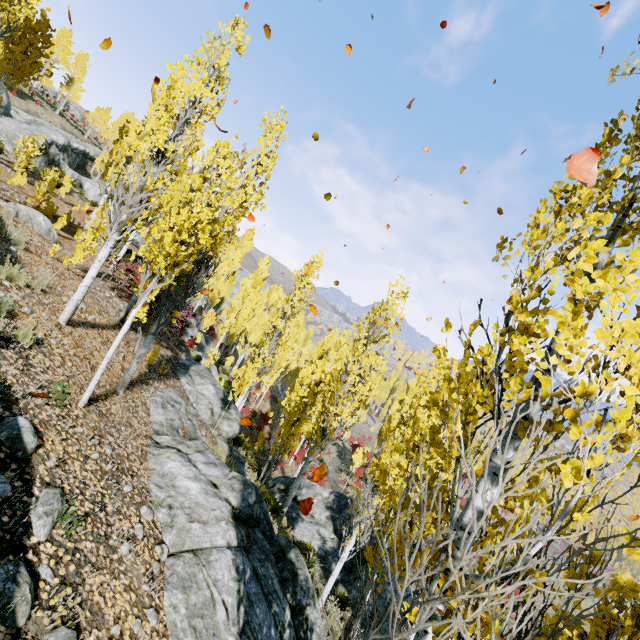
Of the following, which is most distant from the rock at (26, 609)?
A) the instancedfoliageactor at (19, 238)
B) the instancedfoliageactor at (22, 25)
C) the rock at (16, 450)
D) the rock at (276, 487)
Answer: the rock at (276, 487)

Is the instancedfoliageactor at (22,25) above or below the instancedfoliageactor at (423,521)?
above

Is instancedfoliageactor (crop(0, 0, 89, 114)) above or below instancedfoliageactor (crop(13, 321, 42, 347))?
above

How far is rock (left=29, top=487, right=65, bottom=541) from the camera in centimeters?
340cm

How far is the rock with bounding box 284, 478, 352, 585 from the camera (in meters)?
12.88

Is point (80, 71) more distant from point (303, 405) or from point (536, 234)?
point (536, 234)

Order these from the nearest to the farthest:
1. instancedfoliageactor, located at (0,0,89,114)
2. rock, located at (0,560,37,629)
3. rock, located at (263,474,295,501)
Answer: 1. rock, located at (0,560,37,629)
2. instancedfoliageactor, located at (0,0,89,114)
3. rock, located at (263,474,295,501)

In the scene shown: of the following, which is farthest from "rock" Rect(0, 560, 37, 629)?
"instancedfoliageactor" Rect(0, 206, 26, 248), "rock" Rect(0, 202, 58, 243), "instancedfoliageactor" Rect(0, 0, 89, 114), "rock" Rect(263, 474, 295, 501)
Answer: "rock" Rect(0, 202, 58, 243)
